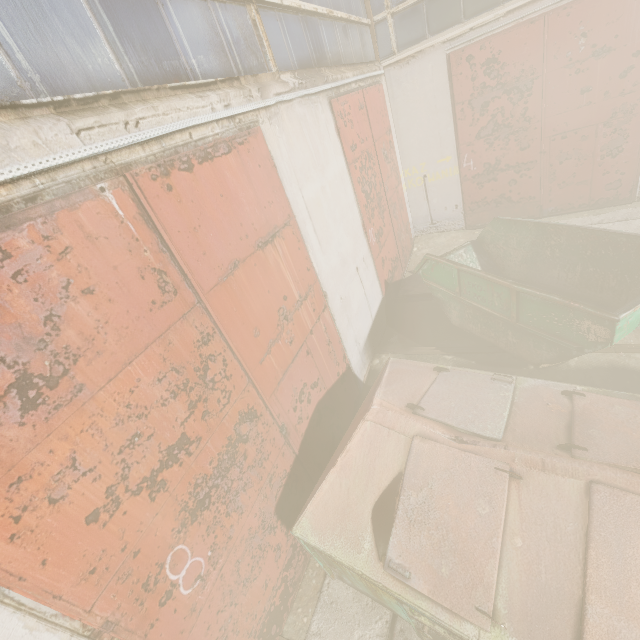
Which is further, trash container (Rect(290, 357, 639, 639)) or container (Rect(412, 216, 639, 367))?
container (Rect(412, 216, 639, 367))

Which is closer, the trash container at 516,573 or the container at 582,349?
the trash container at 516,573

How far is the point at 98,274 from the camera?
1.9m
